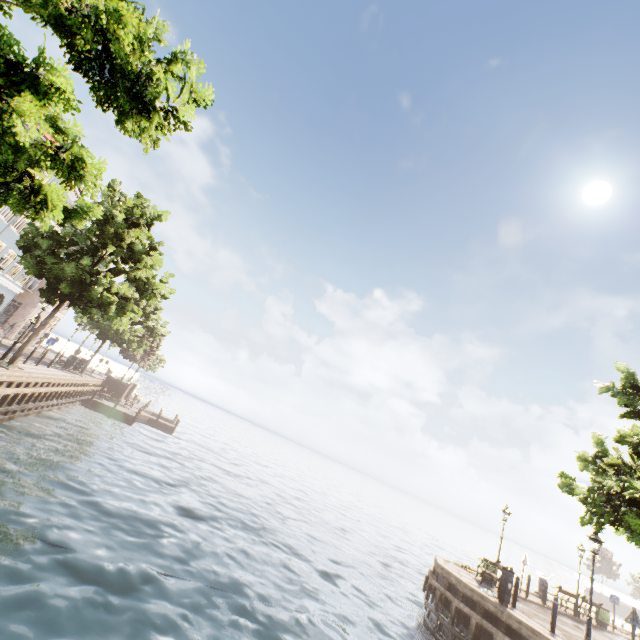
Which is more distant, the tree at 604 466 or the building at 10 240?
the building at 10 240

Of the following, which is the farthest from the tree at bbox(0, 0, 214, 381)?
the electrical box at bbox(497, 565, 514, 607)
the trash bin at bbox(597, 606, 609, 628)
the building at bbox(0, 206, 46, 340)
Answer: the trash bin at bbox(597, 606, 609, 628)

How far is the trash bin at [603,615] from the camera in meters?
19.1

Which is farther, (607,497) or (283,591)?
(283,591)

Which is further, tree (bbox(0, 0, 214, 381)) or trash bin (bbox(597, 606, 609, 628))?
trash bin (bbox(597, 606, 609, 628))

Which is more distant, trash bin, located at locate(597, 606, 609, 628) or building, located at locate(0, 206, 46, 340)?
building, located at locate(0, 206, 46, 340)

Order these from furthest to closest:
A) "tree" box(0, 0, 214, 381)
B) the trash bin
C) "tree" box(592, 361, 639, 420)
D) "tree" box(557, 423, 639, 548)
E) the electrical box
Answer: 1. the trash bin
2. the electrical box
3. "tree" box(592, 361, 639, 420)
4. "tree" box(557, 423, 639, 548)
5. "tree" box(0, 0, 214, 381)

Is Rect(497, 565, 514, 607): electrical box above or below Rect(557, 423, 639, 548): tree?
below
